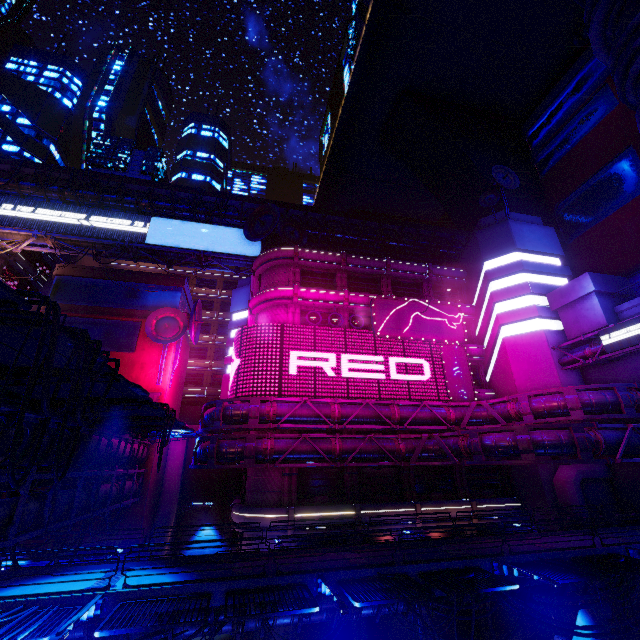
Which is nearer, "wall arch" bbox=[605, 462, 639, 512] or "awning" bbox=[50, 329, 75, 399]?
"awning" bbox=[50, 329, 75, 399]

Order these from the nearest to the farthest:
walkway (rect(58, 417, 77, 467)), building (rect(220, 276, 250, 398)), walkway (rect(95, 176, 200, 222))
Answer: walkway (rect(58, 417, 77, 467)) → walkway (rect(95, 176, 200, 222)) → building (rect(220, 276, 250, 398))

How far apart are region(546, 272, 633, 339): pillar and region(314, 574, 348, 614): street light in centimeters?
2743cm

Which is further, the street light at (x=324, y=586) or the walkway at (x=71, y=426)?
the walkway at (x=71, y=426)

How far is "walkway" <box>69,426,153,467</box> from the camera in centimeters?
1719cm

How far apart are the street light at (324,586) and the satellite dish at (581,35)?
54.1 meters

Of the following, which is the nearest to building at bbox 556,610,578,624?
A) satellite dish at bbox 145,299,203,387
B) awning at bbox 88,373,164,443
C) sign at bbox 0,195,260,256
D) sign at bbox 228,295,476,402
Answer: sign at bbox 228,295,476,402

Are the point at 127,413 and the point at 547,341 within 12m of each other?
no
